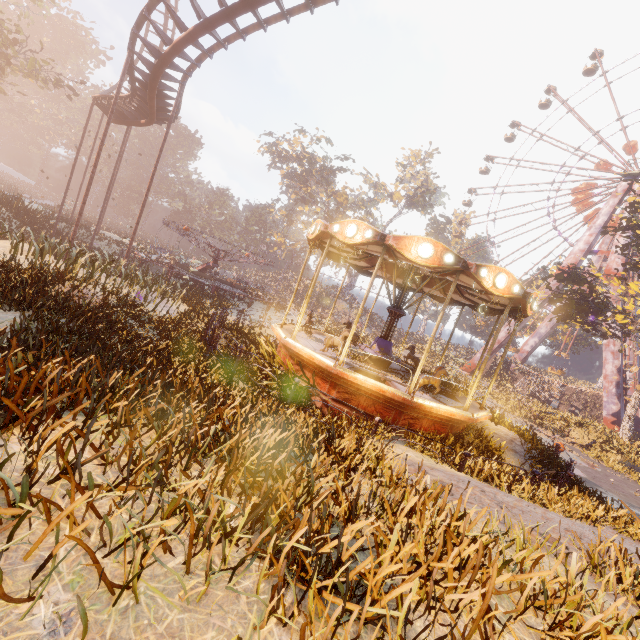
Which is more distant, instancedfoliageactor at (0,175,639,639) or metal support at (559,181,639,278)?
metal support at (559,181,639,278)

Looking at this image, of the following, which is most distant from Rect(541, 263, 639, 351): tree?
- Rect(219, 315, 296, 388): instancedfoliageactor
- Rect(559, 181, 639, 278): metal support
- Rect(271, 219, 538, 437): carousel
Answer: Rect(219, 315, 296, 388): instancedfoliageactor

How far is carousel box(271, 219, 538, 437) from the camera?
7.9 meters

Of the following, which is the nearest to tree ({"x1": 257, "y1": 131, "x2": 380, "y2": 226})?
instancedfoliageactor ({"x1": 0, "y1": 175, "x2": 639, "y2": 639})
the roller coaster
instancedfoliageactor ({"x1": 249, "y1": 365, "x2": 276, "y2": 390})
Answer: the roller coaster

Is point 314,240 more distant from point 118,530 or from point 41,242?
point 41,242

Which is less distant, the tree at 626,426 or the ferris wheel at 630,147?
the tree at 626,426

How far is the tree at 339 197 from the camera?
47.9 meters

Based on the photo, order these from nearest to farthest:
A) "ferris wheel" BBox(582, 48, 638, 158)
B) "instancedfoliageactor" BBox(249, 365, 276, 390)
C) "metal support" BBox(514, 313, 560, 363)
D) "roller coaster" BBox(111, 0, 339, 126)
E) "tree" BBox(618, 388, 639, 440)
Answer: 1. "instancedfoliageactor" BBox(249, 365, 276, 390)
2. "roller coaster" BBox(111, 0, 339, 126)
3. "tree" BBox(618, 388, 639, 440)
4. "ferris wheel" BBox(582, 48, 638, 158)
5. "metal support" BBox(514, 313, 560, 363)
